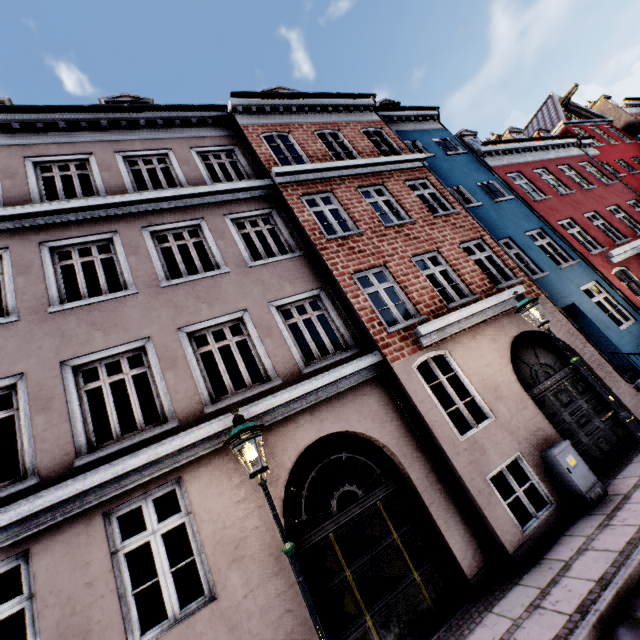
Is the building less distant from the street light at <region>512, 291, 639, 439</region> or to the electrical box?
the electrical box

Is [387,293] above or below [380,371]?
above

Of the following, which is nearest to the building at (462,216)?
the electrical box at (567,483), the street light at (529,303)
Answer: the electrical box at (567,483)

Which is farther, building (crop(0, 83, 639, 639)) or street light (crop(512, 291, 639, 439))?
street light (crop(512, 291, 639, 439))

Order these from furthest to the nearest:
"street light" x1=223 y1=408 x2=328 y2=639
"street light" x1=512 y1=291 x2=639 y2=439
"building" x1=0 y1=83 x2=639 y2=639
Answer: "street light" x1=512 y1=291 x2=639 y2=439 → "building" x1=0 y1=83 x2=639 y2=639 → "street light" x1=223 y1=408 x2=328 y2=639

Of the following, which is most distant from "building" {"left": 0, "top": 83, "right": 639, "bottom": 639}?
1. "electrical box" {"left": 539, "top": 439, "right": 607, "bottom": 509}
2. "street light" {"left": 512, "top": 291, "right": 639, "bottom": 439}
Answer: "street light" {"left": 512, "top": 291, "right": 639, "bottom": 439}
